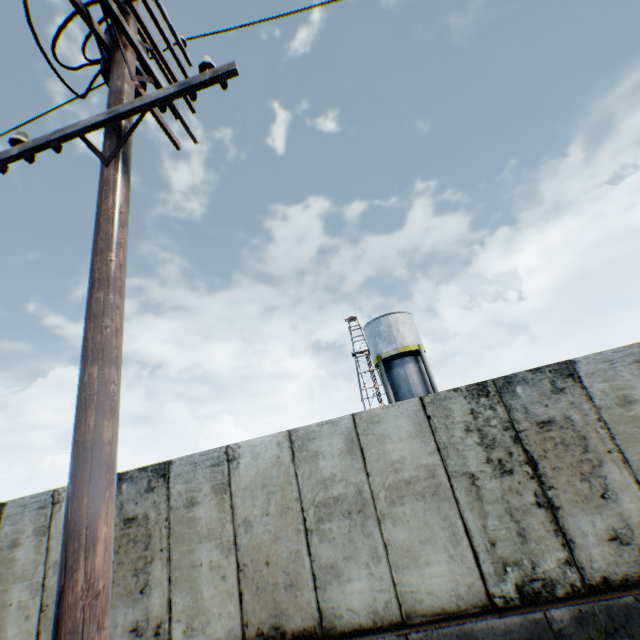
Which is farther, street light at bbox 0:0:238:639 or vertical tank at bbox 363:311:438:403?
vertical tank at bbox 363:311:438:403

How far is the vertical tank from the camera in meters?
22.9

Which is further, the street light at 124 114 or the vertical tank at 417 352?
the vertical tank at 417 352

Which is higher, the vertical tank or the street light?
the vertical tank

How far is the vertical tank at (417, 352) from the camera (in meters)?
22.88

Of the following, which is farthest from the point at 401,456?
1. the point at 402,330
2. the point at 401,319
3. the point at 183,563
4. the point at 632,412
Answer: the point at 401,319
